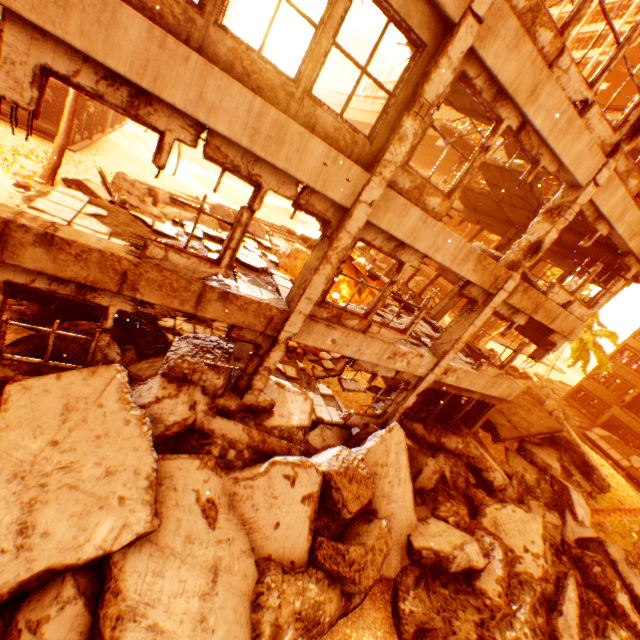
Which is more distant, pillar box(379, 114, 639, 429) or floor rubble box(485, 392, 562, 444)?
floor rubble box(485, 392, 562, 444)

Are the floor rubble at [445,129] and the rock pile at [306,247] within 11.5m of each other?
yes

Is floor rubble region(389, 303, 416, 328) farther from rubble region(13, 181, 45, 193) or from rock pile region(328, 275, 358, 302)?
rubble region(13, 181, 45, 193)

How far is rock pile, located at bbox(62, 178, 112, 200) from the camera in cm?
1268

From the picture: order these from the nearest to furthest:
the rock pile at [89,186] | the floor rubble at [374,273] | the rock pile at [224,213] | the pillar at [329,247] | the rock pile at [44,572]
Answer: the rock pile at [44,572], the pillar at [329,247], the rock pile at [89,186], the floor rubble at [374,273], the rock pile at [224,213]

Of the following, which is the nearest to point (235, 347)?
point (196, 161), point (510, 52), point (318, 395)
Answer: point (318, 395)

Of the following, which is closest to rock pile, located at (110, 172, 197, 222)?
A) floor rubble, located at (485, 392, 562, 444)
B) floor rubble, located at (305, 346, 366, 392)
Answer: floor rubble, located at (305, 346, 366, 392)

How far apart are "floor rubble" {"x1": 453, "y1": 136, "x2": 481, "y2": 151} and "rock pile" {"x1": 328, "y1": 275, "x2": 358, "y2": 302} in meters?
9.4
